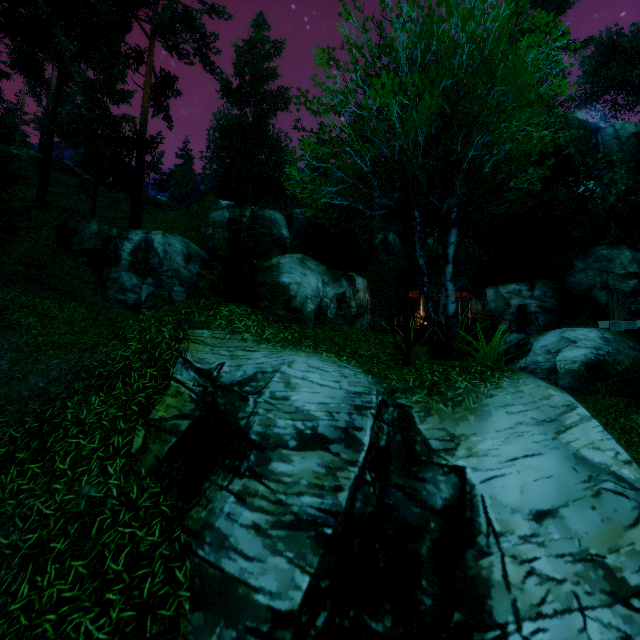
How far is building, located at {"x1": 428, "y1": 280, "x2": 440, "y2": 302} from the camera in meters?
28.7

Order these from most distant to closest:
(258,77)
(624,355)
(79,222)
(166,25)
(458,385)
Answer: (258,77) < (166,25) < (79,222) < (624,355) < (458,385)

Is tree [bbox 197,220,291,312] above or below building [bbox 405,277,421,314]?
below

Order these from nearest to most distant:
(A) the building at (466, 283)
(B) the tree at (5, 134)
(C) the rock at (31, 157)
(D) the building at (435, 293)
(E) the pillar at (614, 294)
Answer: (B) the tree at (5, 134)
(E) the pillar at (614, 294)
(A) the building at (466, 283)
(D) the building at (435, 293)
(C) the rock at (31, 157)

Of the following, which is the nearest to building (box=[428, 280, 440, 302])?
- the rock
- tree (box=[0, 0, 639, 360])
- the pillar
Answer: tree (box=[0, 0, 639, 360])

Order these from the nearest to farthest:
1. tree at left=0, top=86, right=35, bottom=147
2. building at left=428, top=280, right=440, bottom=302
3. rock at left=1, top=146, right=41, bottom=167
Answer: tree at left=0, top=86, right=35, bottom=147 < building at left=428, top=280, right=440, bottom=302 < rock at left=1, top=146, right=41, bottom=167

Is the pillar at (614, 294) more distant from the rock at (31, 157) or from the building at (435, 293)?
the rock at (31, 157)

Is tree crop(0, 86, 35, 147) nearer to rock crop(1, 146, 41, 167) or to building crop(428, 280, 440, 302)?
building crop(428, 280, 440, 302)
